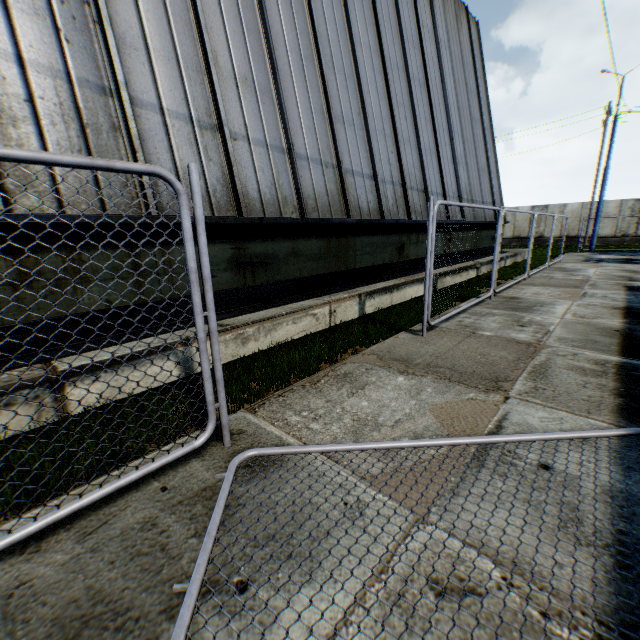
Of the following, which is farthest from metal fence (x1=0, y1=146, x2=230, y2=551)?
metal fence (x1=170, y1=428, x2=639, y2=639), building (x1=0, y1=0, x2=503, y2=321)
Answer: building (x1=0, y1=0, x2=503, y2=321)

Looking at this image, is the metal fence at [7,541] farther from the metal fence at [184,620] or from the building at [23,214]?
the building at [23,214]

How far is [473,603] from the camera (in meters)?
1.54

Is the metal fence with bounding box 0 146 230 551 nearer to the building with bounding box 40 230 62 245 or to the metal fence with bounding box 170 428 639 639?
the metal fence with bounding box 170 428 639 639

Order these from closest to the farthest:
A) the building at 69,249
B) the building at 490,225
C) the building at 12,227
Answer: the building at 12,227, the building at 69,249, the building at 490,225

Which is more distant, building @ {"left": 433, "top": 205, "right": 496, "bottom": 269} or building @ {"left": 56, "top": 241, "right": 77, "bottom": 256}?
building @ {"left": 433, "top": 205, "right": 496, "bottom": 269}

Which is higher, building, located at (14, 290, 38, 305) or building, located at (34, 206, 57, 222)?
building, located at (34, 206, 57, 222)

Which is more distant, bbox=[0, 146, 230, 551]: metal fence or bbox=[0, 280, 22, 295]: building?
bbox=[0, 280, 22, 295]: building
